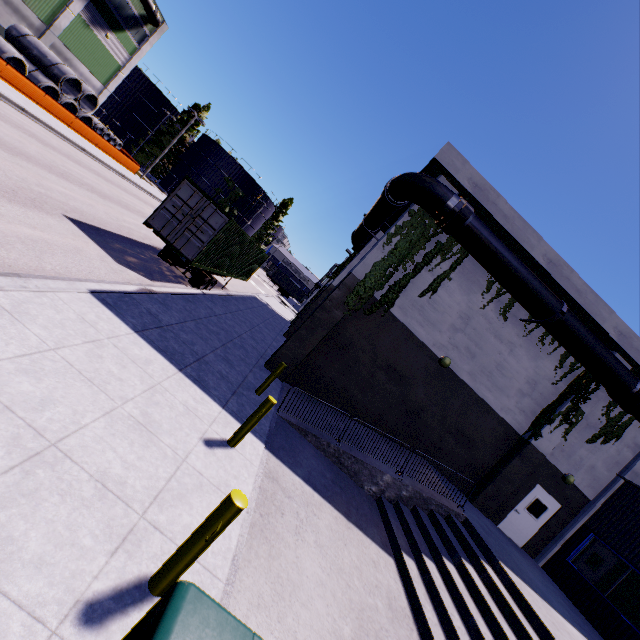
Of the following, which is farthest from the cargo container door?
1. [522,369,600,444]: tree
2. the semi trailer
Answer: [522,369,600,444]: tree

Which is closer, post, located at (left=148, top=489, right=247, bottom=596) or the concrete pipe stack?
post, located at (left=148, top=489, right=247, bottom=596)

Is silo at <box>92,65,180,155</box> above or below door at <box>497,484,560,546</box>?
above

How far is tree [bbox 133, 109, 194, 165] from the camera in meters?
53.9 m

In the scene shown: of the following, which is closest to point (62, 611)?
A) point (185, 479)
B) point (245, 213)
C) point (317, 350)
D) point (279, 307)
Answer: point (185, 479)

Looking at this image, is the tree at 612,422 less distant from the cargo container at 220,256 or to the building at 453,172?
the building at 453,172

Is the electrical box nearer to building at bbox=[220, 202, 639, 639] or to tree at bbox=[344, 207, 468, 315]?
building at bbox=[220, 202, 639, 639]

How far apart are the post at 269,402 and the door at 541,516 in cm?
1275
